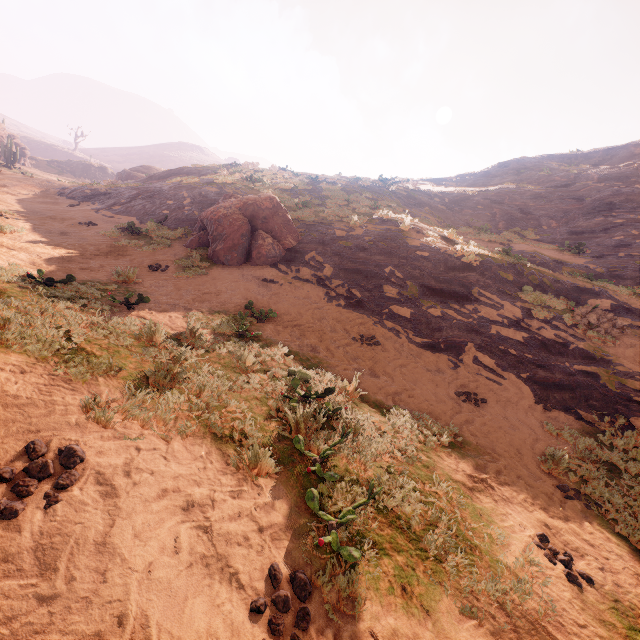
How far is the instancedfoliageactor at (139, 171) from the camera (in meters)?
34.09

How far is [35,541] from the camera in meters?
2.1

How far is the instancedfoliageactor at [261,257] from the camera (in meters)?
11.45

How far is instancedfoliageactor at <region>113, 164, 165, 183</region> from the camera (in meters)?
34.09

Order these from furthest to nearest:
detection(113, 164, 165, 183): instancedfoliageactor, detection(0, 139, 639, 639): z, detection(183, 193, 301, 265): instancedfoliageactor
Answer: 1. detection(113, 164, 165, 183): instancedfoliageactor
2. detection(183, 193, 301, 265): instancedfoliageactor
3. detection(0, 139, 639, 639): z

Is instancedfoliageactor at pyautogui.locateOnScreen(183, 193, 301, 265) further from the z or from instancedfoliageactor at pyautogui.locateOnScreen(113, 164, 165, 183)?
instancedfoliageactor at pyautogui.locateOnScreen(113, 164, 165, 183)

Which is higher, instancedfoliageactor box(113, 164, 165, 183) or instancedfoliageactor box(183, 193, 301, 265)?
instancedfoliageactor box(113, 164, 165, 183)
